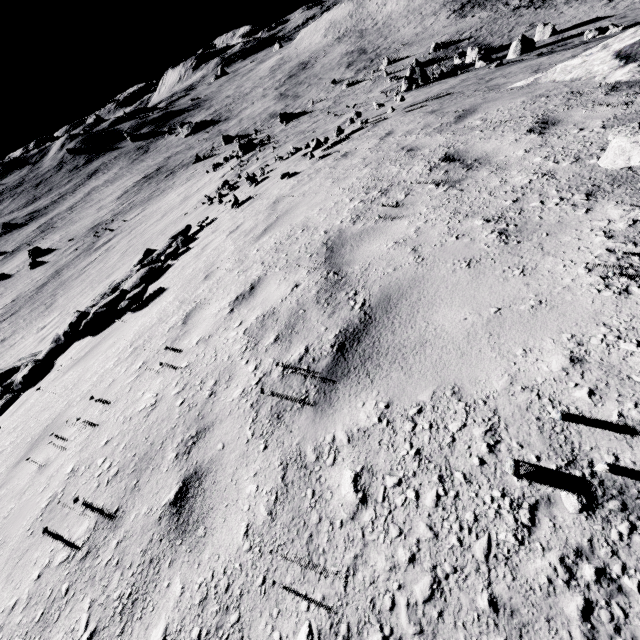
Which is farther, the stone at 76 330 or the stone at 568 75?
the stone at 76 330

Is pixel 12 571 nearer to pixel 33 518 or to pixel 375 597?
pixel 33 518

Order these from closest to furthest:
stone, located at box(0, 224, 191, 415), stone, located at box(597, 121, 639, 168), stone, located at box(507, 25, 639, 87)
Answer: stone, located at box(597, 121, 639, 168)
stone, located at box(507, 25, 639, 87)
stone, located at box(0, 224, 191, 415)

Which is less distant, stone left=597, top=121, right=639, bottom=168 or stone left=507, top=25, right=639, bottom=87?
stone left=597, top=121, right=639, bottom=168

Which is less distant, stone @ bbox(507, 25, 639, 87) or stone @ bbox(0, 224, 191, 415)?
stone @ bbox(507, 25, 639, 87)

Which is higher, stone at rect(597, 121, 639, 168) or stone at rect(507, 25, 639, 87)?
stone at rect(597, 121, 639, 168)

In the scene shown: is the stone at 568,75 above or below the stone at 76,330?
above

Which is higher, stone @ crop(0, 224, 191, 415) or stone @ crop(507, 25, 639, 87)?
stone @ crop(507, 25, 639, 87)
